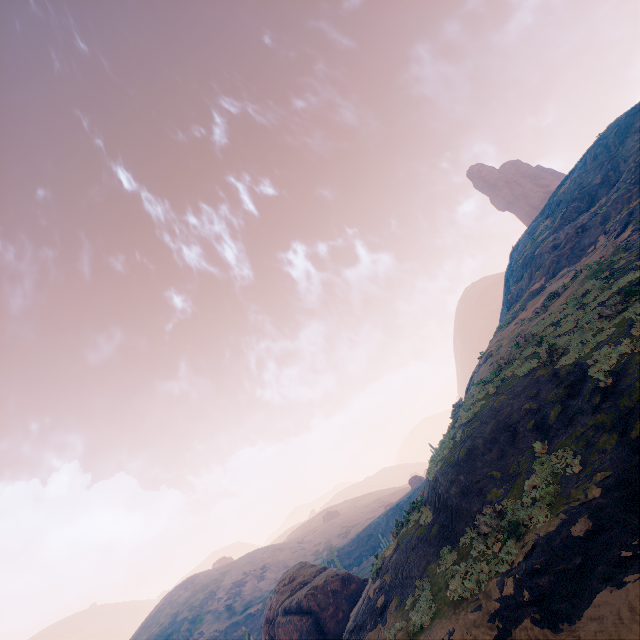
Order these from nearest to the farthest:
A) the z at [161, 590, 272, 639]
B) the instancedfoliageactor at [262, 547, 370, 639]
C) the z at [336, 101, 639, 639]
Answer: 1. the z at [336, 101, 639, 639]
2. the instancedfoliageactor at [262, 547, 370, 639]
3. the z at [161, 590, 272, 639]

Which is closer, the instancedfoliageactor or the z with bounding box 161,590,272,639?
the instancedfoliageactor

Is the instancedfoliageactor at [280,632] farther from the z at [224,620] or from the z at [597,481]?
the z at [224,620]

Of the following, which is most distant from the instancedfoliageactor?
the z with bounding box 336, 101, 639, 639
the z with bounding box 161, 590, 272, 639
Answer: the z with bounding box 161, 590, 272, 639

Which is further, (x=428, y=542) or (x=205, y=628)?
(x=205, y=628)

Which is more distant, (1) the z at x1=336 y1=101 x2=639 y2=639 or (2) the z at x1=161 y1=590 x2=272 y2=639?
(2) the z at x1=161 y1=590 x2=272 y2=639

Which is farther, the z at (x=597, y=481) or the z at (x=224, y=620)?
the z at (x=224, y=620)

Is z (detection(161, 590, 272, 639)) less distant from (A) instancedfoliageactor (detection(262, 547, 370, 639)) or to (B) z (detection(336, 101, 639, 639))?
(B) z (detection(336, 101, 639, 639))
